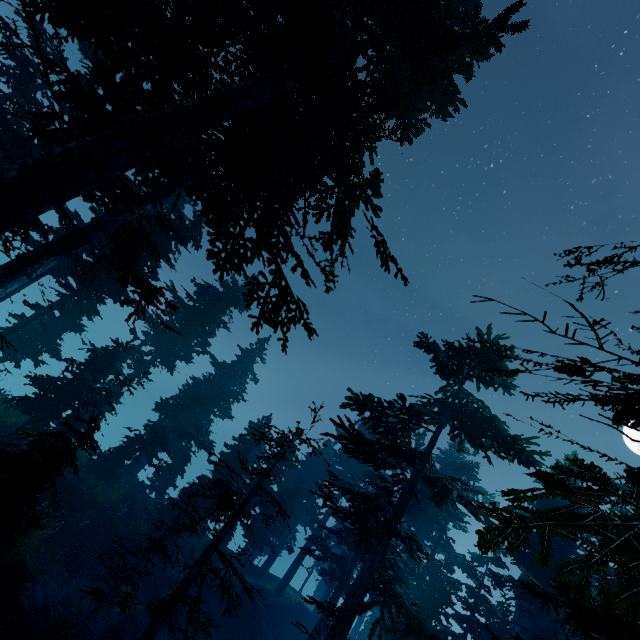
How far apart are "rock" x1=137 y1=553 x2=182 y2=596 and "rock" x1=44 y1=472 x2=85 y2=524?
5.3m

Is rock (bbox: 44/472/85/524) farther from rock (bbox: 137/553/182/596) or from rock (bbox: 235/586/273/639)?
rock (bbox: 235/586/273/639)

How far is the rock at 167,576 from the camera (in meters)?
18.89

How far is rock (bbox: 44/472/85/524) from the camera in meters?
16.0

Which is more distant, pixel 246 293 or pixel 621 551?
pixel 246 293

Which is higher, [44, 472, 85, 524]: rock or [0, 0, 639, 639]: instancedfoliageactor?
[0, 0, 639, 639]: instancedfoliageactor

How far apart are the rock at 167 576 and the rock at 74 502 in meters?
5.3
